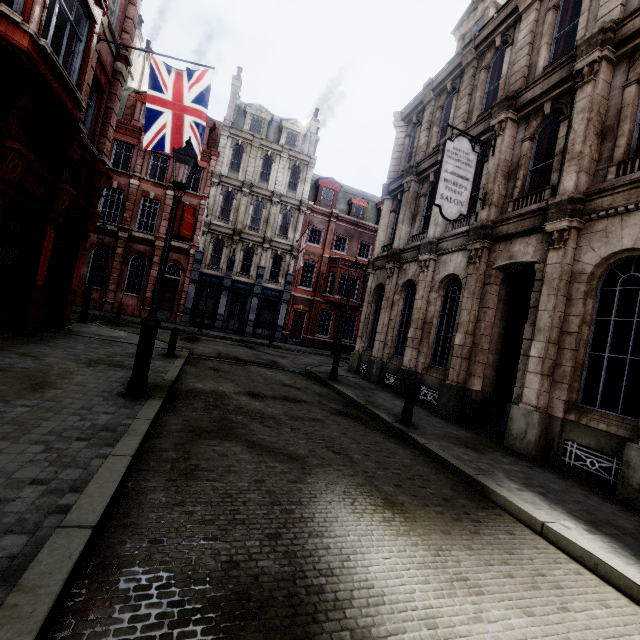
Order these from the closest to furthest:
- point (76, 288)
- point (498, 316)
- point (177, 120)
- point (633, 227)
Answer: point (633, 227)
point (498, 316)
point (177, 120)
point (76, 288)

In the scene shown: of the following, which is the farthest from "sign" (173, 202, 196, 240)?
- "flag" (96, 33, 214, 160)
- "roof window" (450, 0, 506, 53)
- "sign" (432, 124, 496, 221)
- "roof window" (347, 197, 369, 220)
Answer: "sign" (432, 124, 496, 221)

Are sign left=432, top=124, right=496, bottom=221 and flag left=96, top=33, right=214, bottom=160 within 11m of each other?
yes

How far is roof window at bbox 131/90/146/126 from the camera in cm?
2467

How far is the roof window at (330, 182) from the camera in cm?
2964

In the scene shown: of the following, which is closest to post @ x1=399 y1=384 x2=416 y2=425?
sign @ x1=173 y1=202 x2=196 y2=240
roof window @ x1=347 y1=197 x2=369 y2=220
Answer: sign @ x1=173 y1=202 x2=196 y2=240

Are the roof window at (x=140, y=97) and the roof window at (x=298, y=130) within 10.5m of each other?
yes

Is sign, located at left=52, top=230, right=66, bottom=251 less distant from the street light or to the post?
the street light
